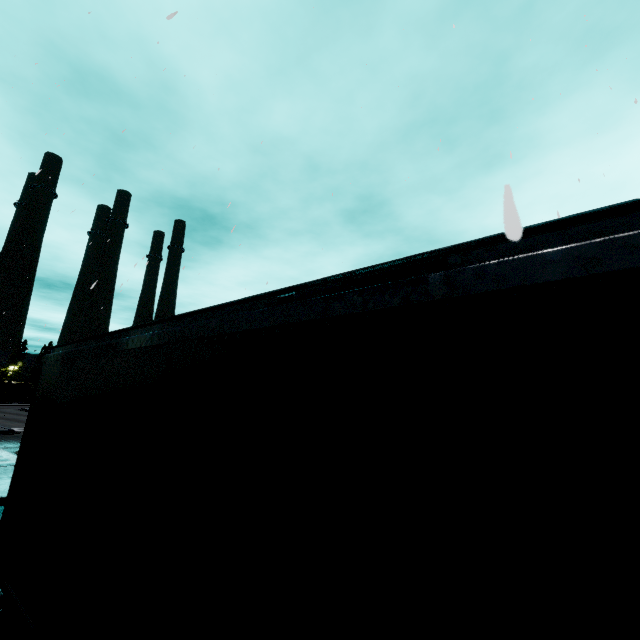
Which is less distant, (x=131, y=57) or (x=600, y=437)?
(x=600, y=437)
